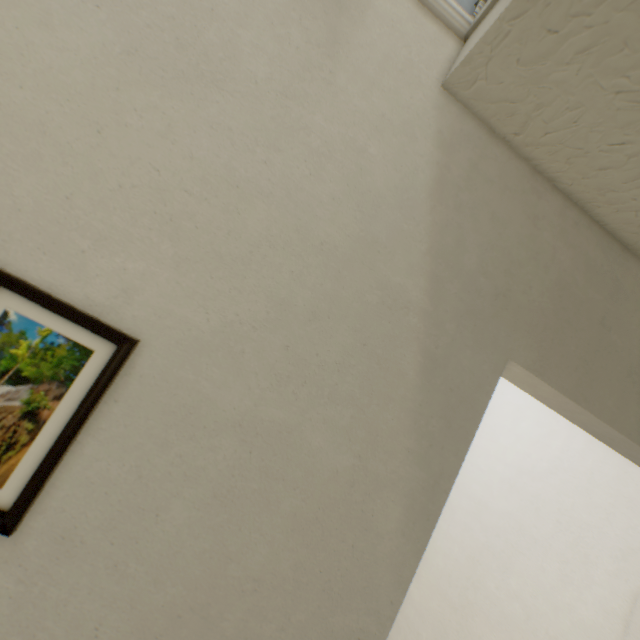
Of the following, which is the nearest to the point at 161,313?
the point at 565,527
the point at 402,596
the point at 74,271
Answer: the point at 74,271

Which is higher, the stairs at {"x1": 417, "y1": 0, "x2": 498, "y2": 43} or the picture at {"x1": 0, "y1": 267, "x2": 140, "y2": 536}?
the stairs at {"x1": 417, "y1": 0, "x2": 498, "y2": 43}

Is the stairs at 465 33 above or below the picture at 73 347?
above
